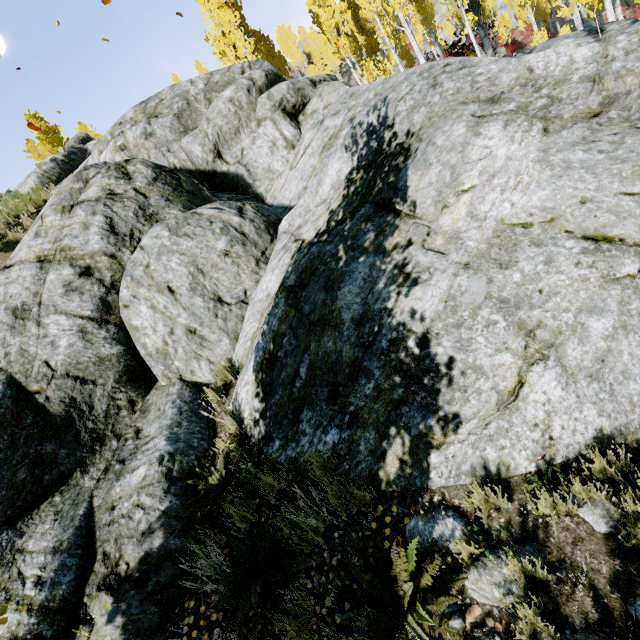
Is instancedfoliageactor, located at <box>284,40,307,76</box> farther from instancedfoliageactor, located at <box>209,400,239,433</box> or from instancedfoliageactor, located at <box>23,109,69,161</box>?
instancedfoliageactor, located at <box>23,109,69,161</box>

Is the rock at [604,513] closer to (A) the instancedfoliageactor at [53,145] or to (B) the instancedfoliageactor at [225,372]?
(B) the instancedfoliageactor at [225,372]

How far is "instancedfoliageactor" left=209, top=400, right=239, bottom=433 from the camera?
4.6 meters

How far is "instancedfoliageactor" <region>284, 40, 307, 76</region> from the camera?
52.9m

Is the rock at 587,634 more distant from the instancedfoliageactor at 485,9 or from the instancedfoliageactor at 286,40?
the instancedfoliageactor at 286,40

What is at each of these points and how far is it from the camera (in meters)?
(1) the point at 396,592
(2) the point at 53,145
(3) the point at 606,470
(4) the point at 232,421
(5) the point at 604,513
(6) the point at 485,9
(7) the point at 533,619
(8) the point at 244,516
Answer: (1) instancedfoliageactor, 2.40
(2) instancedfoliageactor, 32.25
(3) instancedfoliageactor, 2.25
(4) instancedfoliageactor, 4.59
(5) rock, 2.15
(6) instancedfoliageactor, 9.20
(7) instancedfoliageactor, 1.96
(8) instancedfoliageactor, 3.60

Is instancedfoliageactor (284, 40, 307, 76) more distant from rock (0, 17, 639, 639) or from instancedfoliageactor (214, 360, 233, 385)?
rock (0, 17, 639, 639)

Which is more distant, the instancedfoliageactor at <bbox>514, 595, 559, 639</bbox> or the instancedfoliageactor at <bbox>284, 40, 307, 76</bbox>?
the instancedfoliageactor at <bbox>284, 40, 307, 76</bbox>
